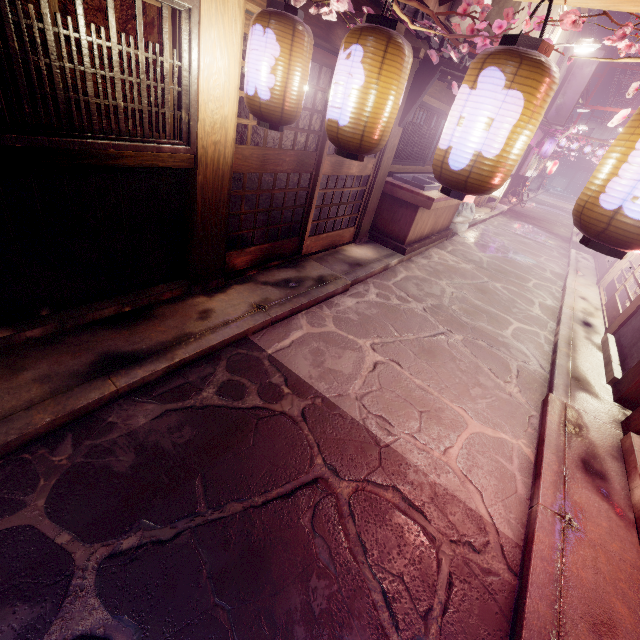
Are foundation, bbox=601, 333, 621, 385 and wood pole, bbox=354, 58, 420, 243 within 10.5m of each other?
yes

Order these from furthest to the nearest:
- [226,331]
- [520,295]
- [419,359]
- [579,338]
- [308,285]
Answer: [520,295]
[579,338]
[308,285]
[419,359]
[226,331]

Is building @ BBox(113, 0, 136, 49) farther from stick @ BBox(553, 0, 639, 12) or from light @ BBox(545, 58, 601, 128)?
light @ BBox(545, 58, 601, 128)

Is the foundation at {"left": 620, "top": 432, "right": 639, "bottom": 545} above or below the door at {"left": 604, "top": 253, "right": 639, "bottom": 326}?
below

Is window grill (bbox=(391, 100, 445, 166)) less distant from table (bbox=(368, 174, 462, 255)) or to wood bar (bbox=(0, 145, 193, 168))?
table (bbox=(368, 174, 462, 255))

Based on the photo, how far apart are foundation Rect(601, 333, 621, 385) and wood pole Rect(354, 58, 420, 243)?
8.6 meters

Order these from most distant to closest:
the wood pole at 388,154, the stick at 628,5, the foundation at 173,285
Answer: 1. the wood pole at 388,154
2. the foundation at 173,285
3. the stick at 628,5

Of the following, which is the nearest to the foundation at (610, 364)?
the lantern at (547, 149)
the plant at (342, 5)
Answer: the plant at (342, 5)
